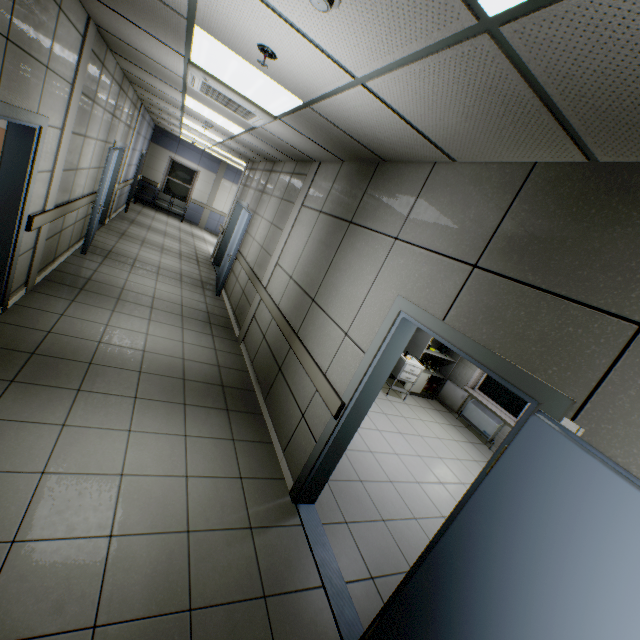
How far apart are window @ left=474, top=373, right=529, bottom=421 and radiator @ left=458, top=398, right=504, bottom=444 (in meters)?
0.16

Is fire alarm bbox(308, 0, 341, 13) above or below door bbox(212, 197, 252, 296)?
above

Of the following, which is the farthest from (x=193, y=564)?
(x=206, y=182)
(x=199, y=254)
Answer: (x=206, y=182)

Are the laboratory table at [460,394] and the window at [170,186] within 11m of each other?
no

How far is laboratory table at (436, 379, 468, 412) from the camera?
7.2 meters

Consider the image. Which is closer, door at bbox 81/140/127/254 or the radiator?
door at bbox 81/140/127/254

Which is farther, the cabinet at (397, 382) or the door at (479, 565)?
the cabinet at (397, 382)

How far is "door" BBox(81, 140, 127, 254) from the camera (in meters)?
5.77
